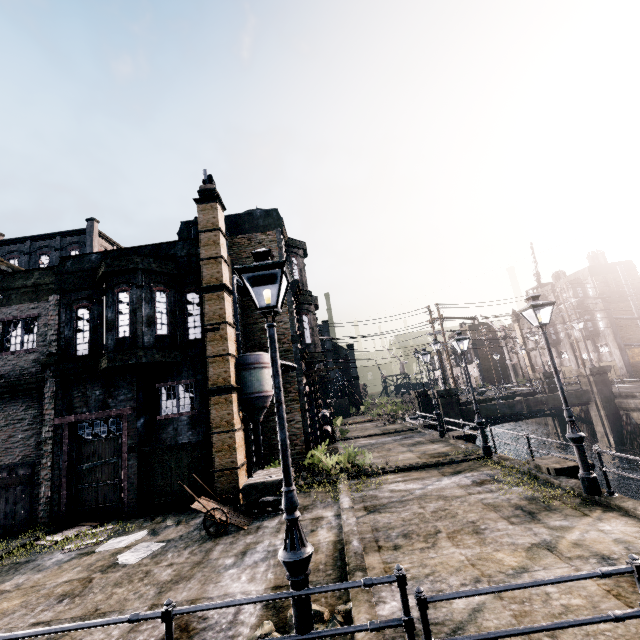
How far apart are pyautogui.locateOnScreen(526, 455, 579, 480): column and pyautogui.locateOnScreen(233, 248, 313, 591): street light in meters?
10.2 m

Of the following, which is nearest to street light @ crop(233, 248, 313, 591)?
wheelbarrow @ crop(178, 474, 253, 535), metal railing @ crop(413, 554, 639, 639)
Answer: metal railing @ crop(413, 554, 639, 639)

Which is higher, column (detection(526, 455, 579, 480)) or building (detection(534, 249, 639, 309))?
building (detection(534, 249, 639, 309))

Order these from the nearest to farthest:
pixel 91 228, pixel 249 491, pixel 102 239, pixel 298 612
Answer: pixel 298 612 → pixel 249 491 → pixel 91 228 → pixel 102 239

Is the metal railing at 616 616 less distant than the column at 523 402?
Yes

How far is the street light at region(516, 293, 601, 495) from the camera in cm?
895

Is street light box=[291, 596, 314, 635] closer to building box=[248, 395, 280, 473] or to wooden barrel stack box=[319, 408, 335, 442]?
building box=[248, 395, 280, 473]

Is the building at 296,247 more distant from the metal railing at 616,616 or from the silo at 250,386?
the metal railing at 616,616
